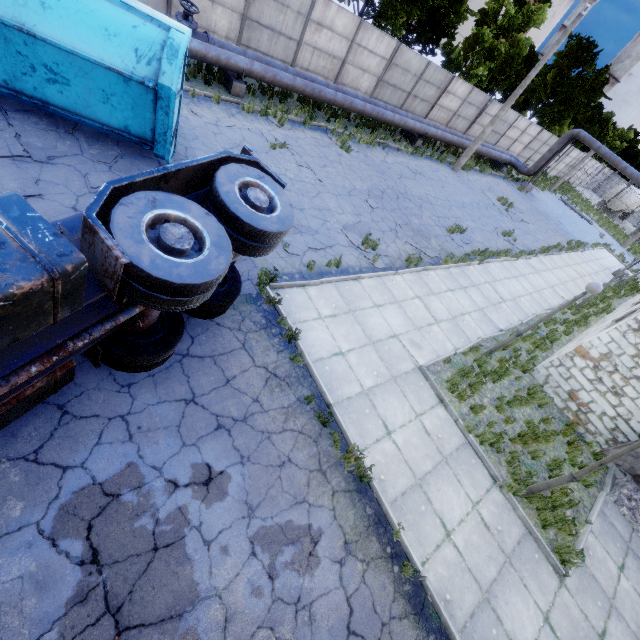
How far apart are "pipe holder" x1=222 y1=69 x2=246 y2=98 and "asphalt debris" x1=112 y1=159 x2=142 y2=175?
6.63m

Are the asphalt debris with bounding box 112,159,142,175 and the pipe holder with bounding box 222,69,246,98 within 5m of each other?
no

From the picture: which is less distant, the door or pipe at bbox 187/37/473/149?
the door

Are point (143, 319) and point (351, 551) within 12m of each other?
yes

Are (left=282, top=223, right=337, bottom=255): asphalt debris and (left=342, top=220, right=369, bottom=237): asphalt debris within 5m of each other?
yes

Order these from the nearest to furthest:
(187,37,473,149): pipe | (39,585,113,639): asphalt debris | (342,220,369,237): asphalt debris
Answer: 1. (39,585,113,639): asphalt debris
2. (342,220,369,237): asphalt debris
3. (187,37,473,149): pipe

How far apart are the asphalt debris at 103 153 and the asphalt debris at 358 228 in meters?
5.7 m

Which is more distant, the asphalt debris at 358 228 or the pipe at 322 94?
the pipe at 322 94
